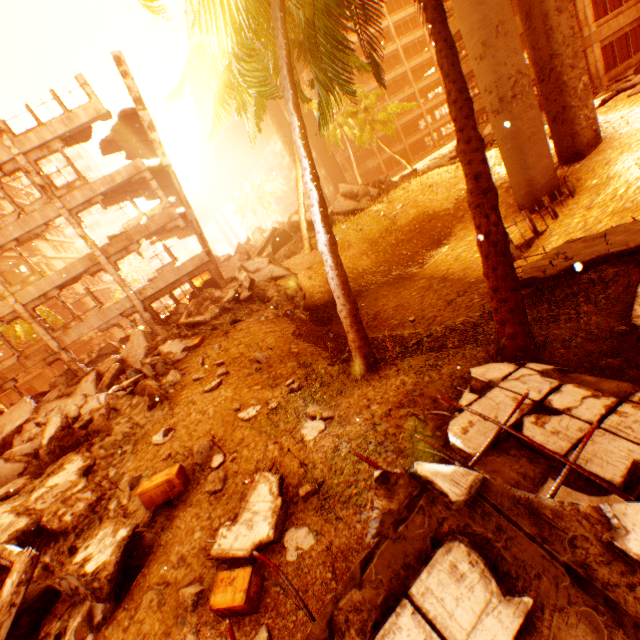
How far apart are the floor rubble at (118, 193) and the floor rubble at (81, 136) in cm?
248

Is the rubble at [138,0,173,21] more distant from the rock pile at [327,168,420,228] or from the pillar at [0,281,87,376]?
the pillar at [0,281,87,376]

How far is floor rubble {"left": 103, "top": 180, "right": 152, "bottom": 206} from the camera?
19.5m

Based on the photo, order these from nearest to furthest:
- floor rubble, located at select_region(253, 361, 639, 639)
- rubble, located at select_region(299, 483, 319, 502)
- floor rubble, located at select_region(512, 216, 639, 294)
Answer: floor rubble, located at select_region(253, 361, 639, 639) → rubble, located at select_region(299, 483, 319, 502) → floor rubble, located at select_region(512, 216, 639, 294)

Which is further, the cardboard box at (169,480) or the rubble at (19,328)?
the rubble at (19,328)

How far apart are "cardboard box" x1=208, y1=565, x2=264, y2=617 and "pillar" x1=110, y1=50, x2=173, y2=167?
20.9m

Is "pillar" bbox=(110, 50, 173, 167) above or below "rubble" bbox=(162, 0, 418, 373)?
above

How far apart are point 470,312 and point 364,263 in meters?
8.8 m
